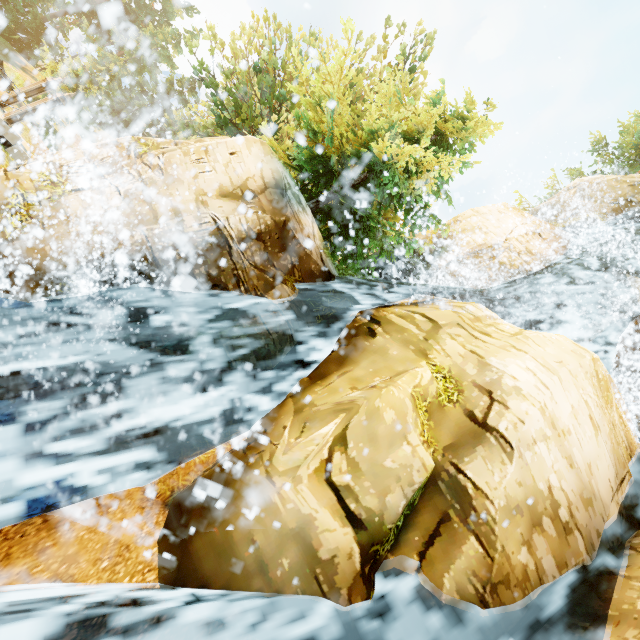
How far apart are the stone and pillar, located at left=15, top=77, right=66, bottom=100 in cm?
94

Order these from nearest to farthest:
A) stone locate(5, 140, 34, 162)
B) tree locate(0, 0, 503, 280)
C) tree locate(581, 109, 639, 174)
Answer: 1. tree locate(0, 0, 503, 280)
2. stone locate(5, 140, 34, 162)
3. tree locate(581, 109, 639, 174)

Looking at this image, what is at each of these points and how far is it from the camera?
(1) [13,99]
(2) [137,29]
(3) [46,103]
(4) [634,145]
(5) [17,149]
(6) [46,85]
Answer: (1) pillar, 12.9 meters
(2) tree, 54.4 meters
(3) pillar, 12.5 meters
(4) tree, 23.8 meters
(5) stone, 12.9 meters
(6) pillar, 13.1 meters

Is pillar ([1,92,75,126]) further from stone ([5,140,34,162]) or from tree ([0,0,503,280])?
tree ([0,0,503,280])

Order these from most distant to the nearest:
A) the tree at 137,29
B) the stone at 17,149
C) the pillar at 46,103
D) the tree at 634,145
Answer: the tree at 634,145, the stone at 17,149, the pillar at 46,103, the tree at 137,29

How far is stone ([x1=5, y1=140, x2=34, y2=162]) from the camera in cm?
1278

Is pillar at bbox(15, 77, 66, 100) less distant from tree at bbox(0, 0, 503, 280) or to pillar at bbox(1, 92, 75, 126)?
pillar at bbox(1, 92, 75, 126)

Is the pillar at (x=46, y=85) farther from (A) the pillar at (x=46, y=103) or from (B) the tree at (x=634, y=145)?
(B) the tree at (x=634, y=145)
